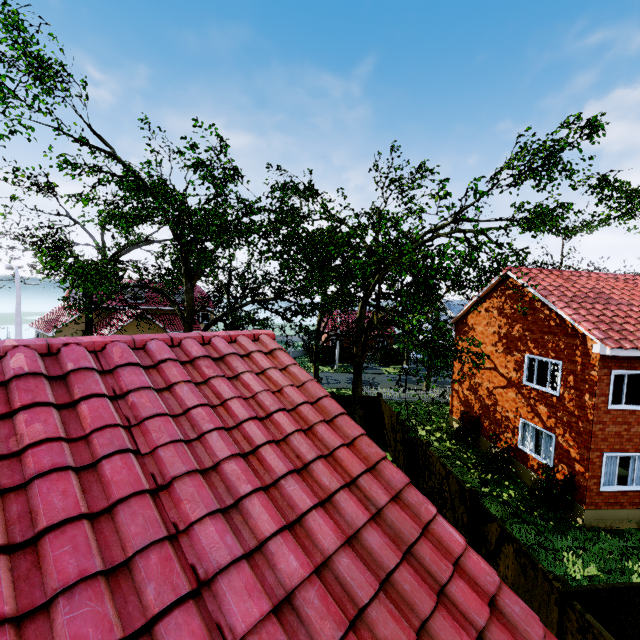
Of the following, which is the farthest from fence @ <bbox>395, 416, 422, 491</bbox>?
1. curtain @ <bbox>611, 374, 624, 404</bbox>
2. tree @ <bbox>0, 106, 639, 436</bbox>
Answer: curtain @ <bbox>611, 374, 624, 404</bbox>

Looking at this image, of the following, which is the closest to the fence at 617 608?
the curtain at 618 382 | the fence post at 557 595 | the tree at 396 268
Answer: the fence post at 557 595

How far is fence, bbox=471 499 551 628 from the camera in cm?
671

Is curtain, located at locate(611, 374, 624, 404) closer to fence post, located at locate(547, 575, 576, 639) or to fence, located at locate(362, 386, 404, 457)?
fence, located at locate(362, 386, 404, 457)

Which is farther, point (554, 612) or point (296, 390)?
point (554, 612)

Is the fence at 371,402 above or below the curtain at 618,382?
below

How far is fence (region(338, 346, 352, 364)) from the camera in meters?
41.8

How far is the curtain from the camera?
11.6m
